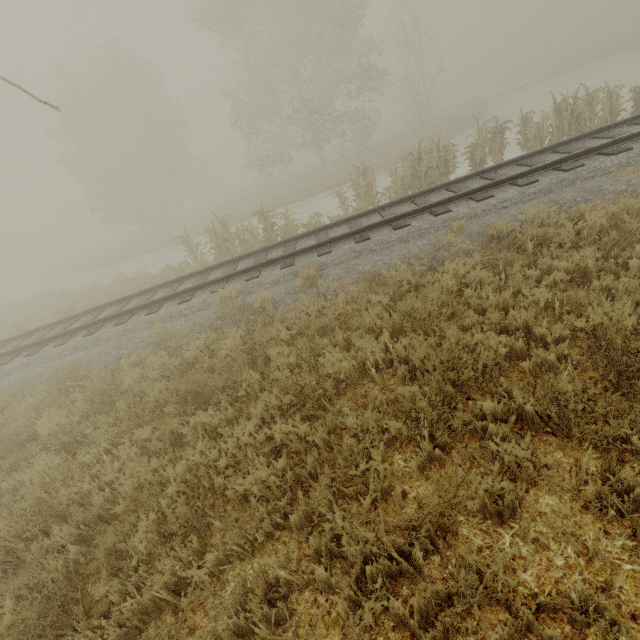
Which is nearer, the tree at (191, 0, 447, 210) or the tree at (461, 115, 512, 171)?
the tree at (461, 115, 512, 171)

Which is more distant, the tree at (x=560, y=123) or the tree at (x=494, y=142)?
the tree at (x=494, y=142)

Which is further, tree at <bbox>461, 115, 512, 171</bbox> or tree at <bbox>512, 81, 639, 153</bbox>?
tree at <bbox>461, 115, 512, 171</bbox>

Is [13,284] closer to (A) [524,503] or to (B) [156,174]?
(B) [156,174]

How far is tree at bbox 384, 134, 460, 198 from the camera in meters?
11.4

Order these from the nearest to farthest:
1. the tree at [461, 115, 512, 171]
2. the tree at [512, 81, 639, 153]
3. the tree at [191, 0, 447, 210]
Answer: the tree at [512, 81, 639, 153], the tree at [461, 115, 512, 171], the tree at [191, 0, 447, 210]

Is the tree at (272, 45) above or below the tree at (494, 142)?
above
